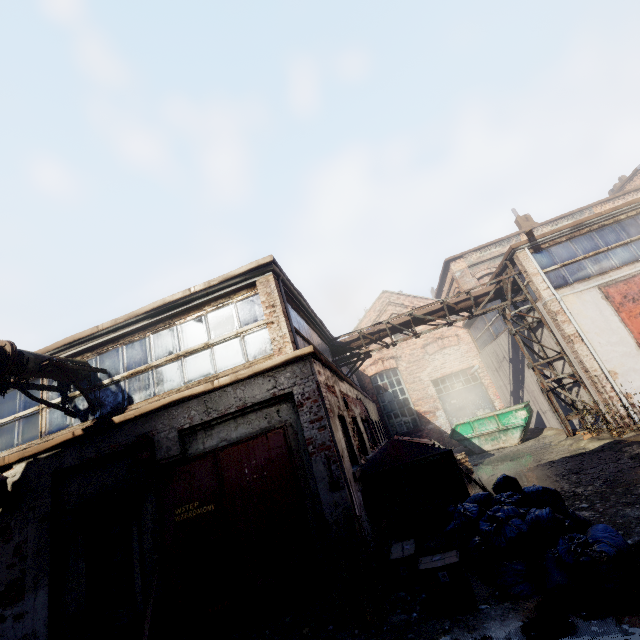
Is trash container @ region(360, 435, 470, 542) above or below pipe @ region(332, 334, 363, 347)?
below

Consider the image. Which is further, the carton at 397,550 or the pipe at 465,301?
the pipe at 465,301

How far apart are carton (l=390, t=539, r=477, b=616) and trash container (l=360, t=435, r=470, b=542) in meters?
2.1

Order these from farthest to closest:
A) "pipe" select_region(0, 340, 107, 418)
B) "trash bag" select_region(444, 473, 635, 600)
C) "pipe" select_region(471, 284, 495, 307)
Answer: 1. "pipe" select_region(471, 284, 495, 307)
2. "pipe" select_region(0, 340, 107, 418)
3. "trash bag" select_region(444, 473, 635, 600)

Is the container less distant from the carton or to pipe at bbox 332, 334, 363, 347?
pipe at bbox 332, 334, 363, 347

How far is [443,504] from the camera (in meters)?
6.22

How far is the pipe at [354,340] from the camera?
13.3 meters

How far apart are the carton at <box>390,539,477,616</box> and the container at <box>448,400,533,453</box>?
11.0 meters
